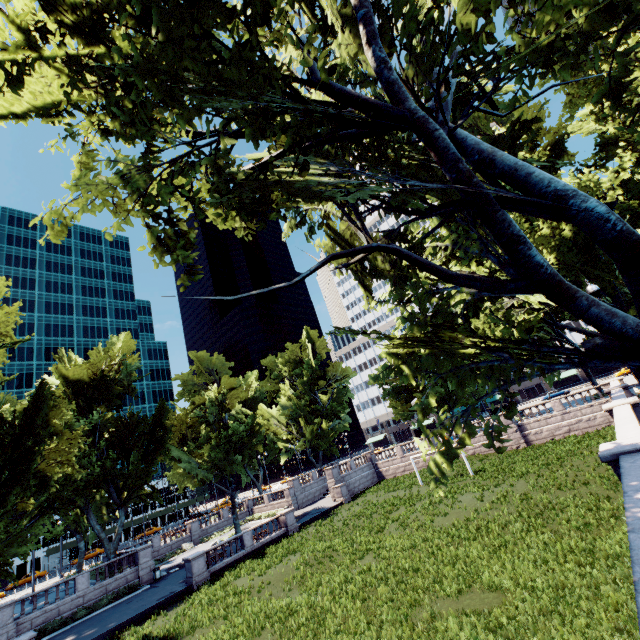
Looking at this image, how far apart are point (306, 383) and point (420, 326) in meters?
50.0

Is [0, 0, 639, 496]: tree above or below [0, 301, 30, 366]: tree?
below

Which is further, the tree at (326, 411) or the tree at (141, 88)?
the tree at (326, 411)

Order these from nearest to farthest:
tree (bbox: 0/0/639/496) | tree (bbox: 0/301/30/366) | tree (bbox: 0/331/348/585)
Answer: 1. tree (bbox: 0/0/639/496)
2. tree (bbox: 0/331/348/585)
3. tree (bbox: 0/301/30/366)

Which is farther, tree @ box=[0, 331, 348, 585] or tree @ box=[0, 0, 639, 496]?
tree @ box=[0, 331, 348, 585]
